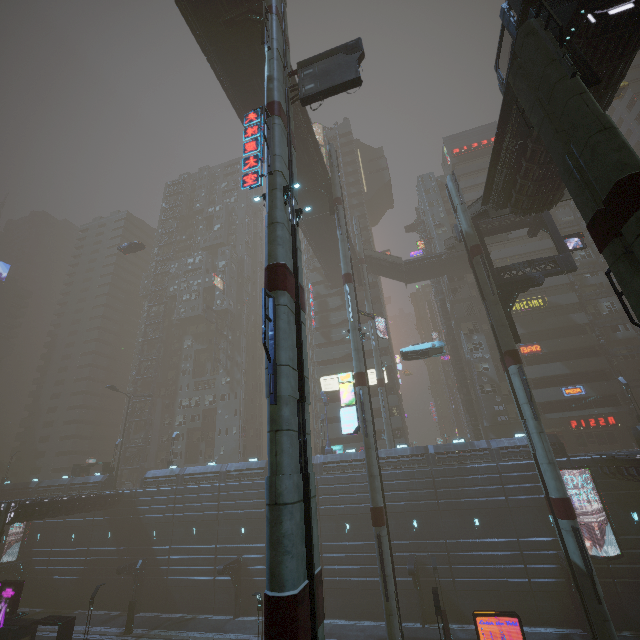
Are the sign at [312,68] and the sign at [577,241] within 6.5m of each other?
no

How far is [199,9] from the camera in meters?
21.5

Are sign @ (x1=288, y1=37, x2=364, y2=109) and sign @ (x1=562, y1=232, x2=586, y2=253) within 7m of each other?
no

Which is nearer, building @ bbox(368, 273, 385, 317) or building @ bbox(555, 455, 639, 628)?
building @ bbox(555, 455, 639, 628)

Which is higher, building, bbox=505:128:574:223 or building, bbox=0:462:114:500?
building, bbox=505:128:574:223

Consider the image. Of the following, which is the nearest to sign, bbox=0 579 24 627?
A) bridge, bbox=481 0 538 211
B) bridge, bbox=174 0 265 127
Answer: bridge, bbox=174 0 265 127

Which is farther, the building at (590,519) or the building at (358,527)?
the building at (358,527)

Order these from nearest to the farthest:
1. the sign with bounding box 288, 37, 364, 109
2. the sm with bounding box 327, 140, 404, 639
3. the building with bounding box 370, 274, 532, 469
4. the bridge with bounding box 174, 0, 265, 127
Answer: the sign with bounding box 288, 37, 364, 109, the sm with bounding box 327, 140, 404, 639, the bridge with bounding box 174, 0, 265, 127, the building with bounding box 370, 274, 532, 469
